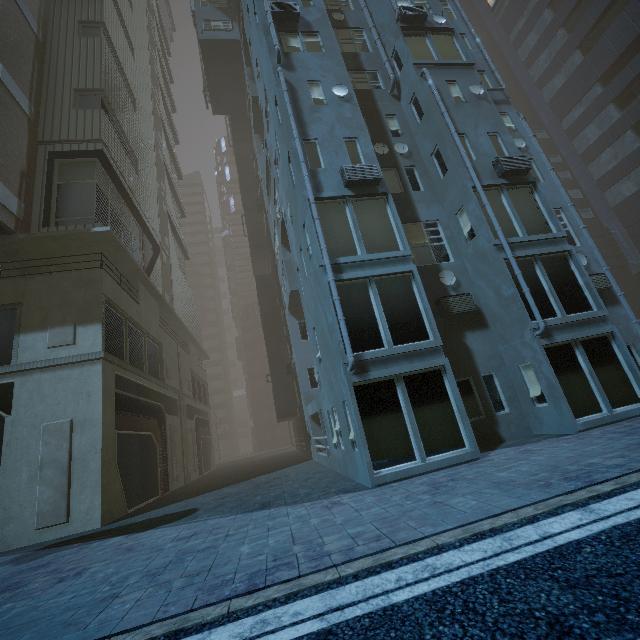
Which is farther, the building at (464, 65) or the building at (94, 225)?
the building at (94, 225)

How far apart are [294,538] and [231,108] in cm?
3353

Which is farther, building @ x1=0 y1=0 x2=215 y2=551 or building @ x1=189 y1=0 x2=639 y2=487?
building @ x1=0 y1=0 x2=215 y2=551
